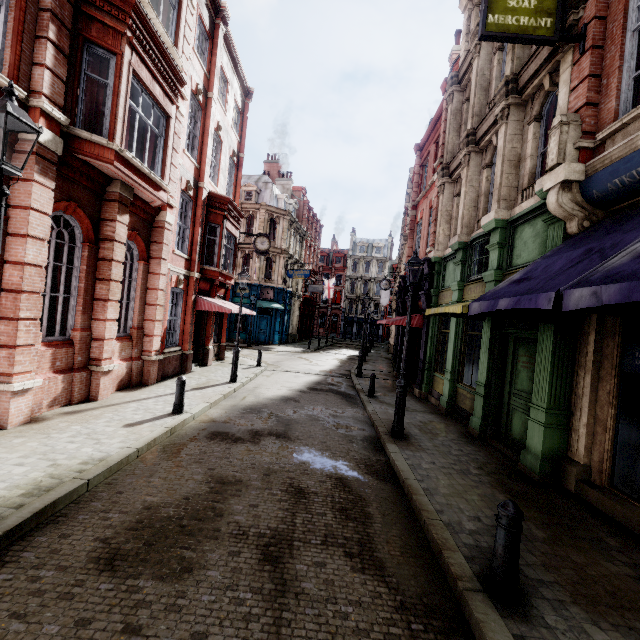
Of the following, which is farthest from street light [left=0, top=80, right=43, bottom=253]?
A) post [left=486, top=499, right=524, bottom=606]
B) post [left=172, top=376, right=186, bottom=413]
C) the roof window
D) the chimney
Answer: the chimney

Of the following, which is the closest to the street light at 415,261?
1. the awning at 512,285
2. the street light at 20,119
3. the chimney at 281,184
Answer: the awning at 512,285

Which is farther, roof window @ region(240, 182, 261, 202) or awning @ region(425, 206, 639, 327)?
roof window @ region(240, 182, 261, 202)

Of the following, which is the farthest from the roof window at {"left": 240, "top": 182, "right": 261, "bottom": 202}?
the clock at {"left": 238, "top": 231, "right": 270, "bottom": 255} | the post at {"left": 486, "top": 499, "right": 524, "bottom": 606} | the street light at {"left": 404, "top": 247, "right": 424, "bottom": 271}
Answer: the post at {"left": 486, "top": 499, "right": 524, "bottom": 606}

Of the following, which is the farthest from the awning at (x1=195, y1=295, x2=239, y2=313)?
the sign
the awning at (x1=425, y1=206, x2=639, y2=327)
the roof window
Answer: the roof window

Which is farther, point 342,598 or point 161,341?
point 161,341

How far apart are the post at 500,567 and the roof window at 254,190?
33.73m

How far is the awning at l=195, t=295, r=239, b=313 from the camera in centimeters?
1455cm
